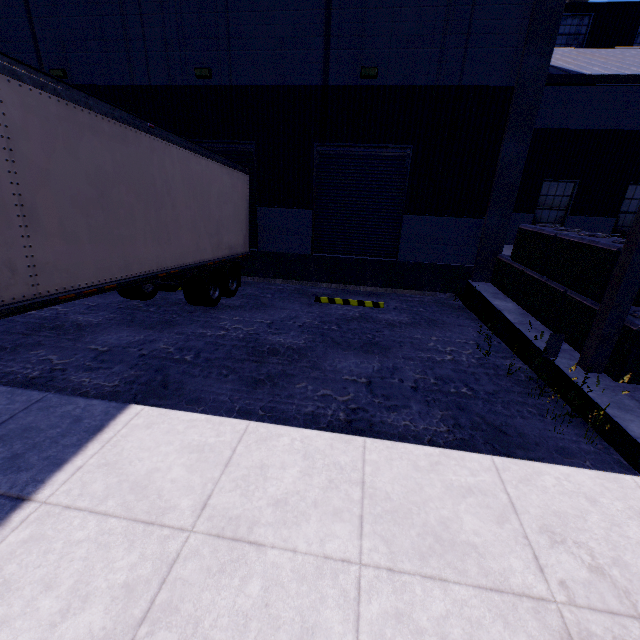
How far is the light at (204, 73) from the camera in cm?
963

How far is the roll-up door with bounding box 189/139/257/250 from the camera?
10.5 meters

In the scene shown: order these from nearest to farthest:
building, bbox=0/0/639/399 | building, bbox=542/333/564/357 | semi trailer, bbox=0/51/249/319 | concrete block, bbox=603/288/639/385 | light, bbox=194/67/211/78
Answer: semi trailer, bbox=0/51/249/319, concrete block, bbox=603/288/639/385, building, bbox=542/333/564/357, building, bbox=0/0/639/399, light, bbox=194/67/211/78

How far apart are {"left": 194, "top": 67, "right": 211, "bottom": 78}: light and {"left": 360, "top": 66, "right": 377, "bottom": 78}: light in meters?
4.5

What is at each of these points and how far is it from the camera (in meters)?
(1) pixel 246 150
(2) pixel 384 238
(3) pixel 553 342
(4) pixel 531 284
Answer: (1) roll-up door, 10.64
(2) roll-up door, 10.98
(3) building, 5.63
(4) concrete block, 7.83

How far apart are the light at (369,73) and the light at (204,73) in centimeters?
452cm

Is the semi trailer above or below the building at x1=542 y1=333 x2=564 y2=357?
above

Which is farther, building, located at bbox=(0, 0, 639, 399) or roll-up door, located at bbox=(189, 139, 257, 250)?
roll-up door, located at bbox=(189, 139, 257, 250)
